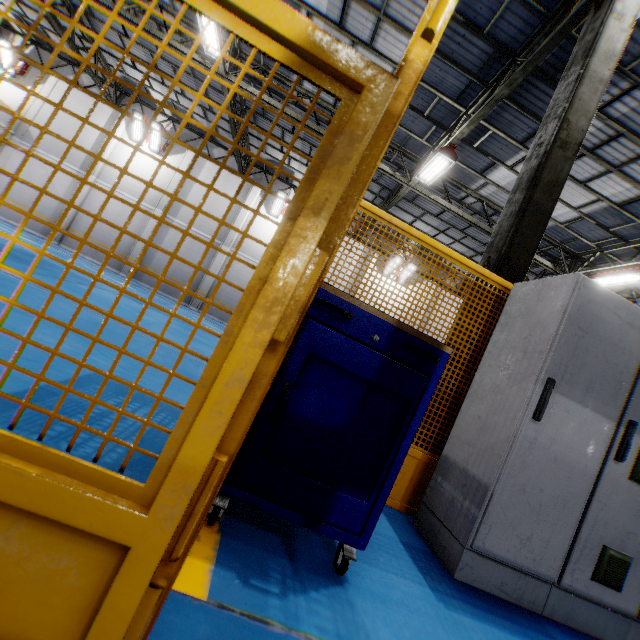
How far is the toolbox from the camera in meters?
1.5 m

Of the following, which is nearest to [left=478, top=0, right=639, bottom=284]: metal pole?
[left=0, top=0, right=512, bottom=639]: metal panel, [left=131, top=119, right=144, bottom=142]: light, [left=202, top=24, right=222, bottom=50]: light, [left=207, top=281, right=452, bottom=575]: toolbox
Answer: [left=0, top=0, right=512, bottom=639]: metal panel

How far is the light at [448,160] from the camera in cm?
934

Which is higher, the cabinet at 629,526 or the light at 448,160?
the light at 448,160

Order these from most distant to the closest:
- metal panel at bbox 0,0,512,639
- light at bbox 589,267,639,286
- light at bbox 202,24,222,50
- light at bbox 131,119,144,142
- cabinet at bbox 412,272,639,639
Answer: light at bbox 131,119,144,142
light at bbox 589,267,639,286
light at bbox 202,24,222,50
cabinet at bbox 412,272,639,639
metal panel at bbox 0,0,512,639

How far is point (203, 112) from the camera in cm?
1593

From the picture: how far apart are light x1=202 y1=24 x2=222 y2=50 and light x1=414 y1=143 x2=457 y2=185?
6.97m

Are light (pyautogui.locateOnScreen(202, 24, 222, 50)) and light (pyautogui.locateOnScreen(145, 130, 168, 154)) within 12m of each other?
yes
